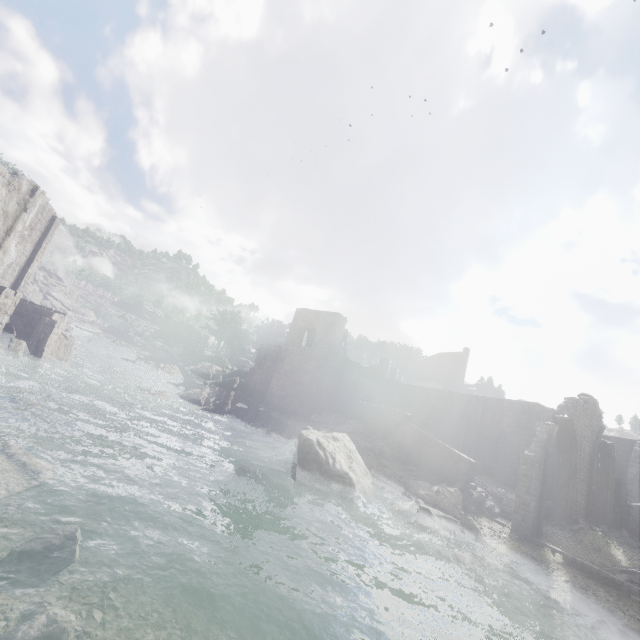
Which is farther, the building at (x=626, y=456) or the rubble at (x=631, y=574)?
the building at (x=626, y=456)

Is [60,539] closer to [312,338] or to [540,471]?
[540,471]

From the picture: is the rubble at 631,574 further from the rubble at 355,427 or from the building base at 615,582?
the rubble at 355,427

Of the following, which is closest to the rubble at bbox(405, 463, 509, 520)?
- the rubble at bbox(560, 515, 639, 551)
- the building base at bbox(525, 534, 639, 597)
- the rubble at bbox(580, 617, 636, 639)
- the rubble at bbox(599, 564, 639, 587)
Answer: the rubble at bbox(560, 515, 639, 551)

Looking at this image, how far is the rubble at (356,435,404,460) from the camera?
23.41m

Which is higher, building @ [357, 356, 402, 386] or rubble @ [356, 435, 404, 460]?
Result: building @ [357, 356, 402, 386]

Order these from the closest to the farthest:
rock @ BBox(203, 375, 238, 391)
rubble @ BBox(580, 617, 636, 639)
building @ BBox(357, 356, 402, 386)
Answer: rubble @ BBox(580, 617, 636, 639), rock @ BBox(203, 375, 238, 391), building @ BBox(357, 356, 402, 386)

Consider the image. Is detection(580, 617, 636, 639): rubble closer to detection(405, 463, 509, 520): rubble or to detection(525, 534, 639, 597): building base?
detection(525, 534, 639, 597): building base
